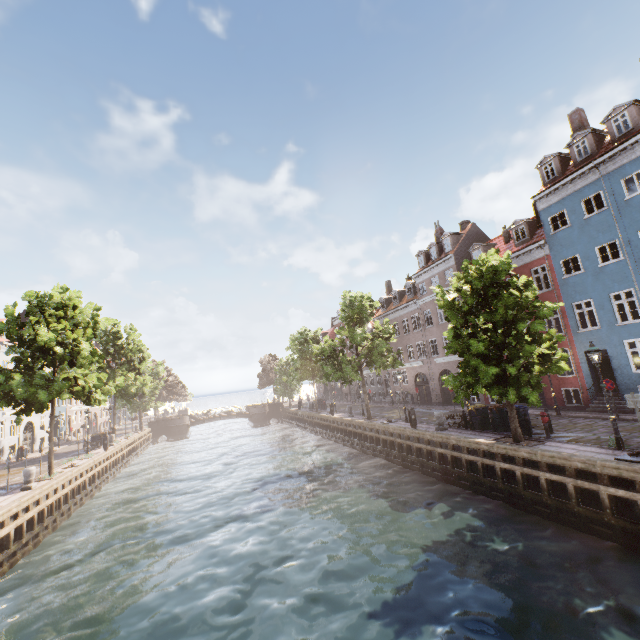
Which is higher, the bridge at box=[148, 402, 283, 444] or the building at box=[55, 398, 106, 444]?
the building at box=[55, 398, 106, 444]

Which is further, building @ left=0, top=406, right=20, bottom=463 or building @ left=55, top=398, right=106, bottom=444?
building @ left=55, top=398, right=106, bottom=444

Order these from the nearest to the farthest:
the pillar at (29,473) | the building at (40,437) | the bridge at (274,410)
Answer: the pillar at (29,473) → the building at (40,437) → the bridge at (274,410)

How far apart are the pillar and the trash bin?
24.57m

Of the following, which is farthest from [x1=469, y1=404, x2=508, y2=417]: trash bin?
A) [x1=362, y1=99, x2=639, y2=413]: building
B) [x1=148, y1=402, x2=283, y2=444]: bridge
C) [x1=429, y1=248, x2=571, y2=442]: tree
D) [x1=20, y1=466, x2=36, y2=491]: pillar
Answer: [x1=148, y1=402, x2=283, y2=444]: bridge

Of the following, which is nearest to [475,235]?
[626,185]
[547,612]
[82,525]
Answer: [626,185]

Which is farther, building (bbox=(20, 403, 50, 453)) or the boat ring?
building (bbox=(20, 403, 50, 453))

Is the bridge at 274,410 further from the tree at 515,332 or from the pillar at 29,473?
the pillar at 29,473
